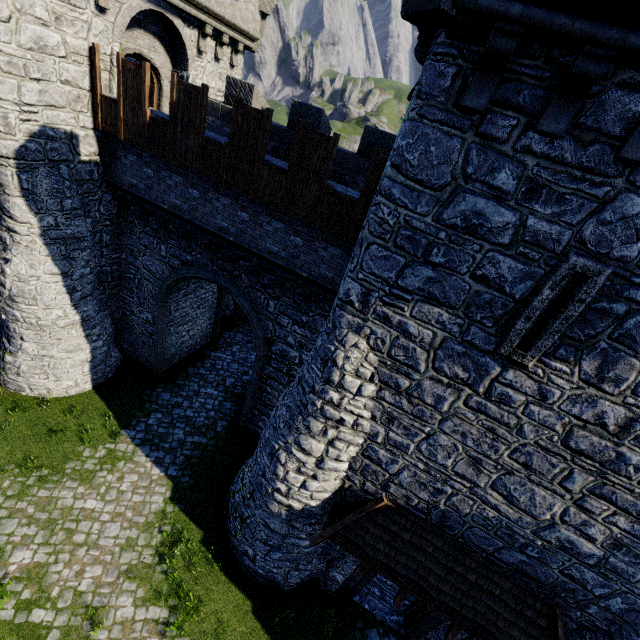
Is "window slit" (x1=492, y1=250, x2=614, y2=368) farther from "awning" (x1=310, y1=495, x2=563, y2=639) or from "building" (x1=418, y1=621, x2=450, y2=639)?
"awning" (x1=310, y1=495, x2=563, y2=639)

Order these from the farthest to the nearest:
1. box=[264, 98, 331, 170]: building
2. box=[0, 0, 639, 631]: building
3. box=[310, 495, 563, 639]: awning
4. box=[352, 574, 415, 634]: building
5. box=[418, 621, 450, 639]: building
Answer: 1. box=[264, 98, 331, 170]: building
2. box=[352, 574, 415, 634]: building
3. box=[418, 621, 450, 639]: building
4. box=[310, 495, 563, 639]: awning
5. box=[0, 0, 639, 631]: building

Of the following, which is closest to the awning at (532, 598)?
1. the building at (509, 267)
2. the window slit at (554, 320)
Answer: the building at (509, 267)

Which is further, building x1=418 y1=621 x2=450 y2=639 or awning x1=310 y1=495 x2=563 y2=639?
building x1=418 y1=621 x2=450 y2=639

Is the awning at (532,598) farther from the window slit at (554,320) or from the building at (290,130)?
the window slit at (554,320)

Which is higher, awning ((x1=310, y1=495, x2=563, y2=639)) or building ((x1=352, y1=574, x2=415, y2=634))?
awning ((x1=310, y1=495, x2=563, y2=639))

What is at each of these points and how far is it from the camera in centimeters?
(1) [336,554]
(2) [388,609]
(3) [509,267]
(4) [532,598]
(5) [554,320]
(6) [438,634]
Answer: (1) building, 984cm
(2) building, 1054cm
(3) building, 496cm
(4) awning, 713cm
(5) window slit, 492cm
(6) building, 917cm
